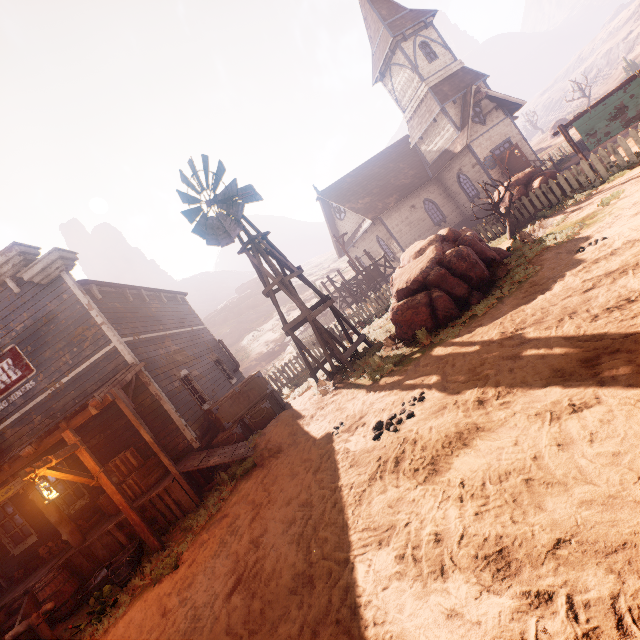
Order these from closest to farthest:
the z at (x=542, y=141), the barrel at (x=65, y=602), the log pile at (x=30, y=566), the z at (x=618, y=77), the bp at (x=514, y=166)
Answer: the barrel at (x=65, y=602), the log pile at (x=30, y=566), the bp at (x=514, y=166), the z at (x=542, y=141), the z at (x=618, y=77)

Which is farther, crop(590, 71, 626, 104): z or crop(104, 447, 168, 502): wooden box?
crop(590, 71, 626, 104): z

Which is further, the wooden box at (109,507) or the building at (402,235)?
the building at (402,235)

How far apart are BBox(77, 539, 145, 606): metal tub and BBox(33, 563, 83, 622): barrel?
0.5 meters

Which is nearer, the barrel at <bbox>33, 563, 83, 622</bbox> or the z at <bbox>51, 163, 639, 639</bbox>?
the z at <bbox>51, 163, 639, 639</bbox>

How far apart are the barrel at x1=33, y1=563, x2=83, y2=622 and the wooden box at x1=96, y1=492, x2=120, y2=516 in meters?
1.2

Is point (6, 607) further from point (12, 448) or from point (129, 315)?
point (129, 315)

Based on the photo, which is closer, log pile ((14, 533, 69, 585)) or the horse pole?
the horse pole
